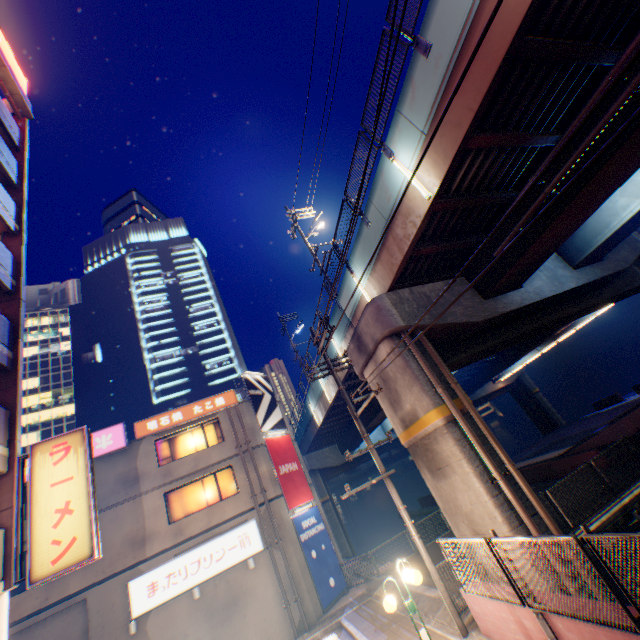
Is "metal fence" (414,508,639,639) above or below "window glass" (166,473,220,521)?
below

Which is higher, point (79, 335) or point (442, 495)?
point (79, 335)

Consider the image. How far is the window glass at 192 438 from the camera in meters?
18.9 m

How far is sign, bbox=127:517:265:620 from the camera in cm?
1473

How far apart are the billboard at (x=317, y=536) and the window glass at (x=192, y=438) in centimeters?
587cm

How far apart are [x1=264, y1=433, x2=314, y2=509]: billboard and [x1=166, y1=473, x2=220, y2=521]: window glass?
2.1m

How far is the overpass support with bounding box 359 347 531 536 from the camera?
8.8m

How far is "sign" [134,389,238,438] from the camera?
18.9 meters
